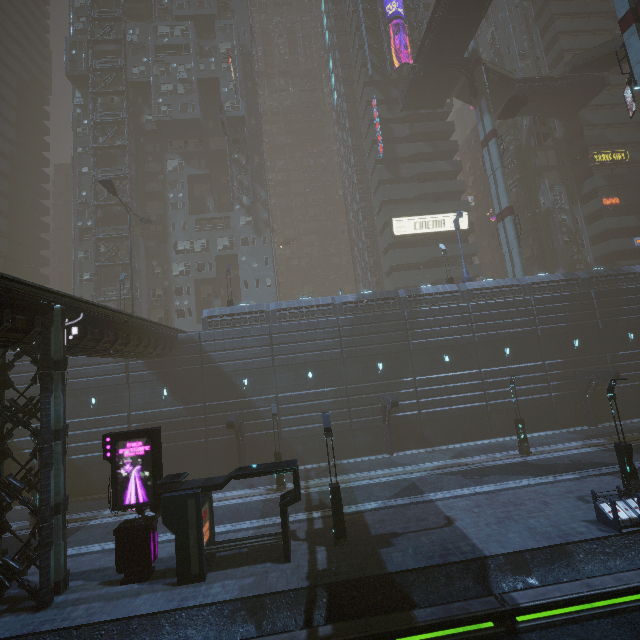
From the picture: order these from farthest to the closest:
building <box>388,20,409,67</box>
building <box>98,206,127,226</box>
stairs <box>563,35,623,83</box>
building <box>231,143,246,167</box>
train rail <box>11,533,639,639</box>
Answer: building <box>388,20,409,67</box> → building <box>231,143,246,167</box> → building <box>98,206,127,226</box> → stairs <box>563,35,623,83</box> → train rail <box>11,533,639,639</box>

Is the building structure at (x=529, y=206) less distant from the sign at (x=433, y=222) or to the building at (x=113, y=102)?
the building at (x=113, y=102)

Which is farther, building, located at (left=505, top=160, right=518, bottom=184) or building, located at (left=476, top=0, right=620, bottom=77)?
building, located at (left=505, top=160, right=518, bottom=184)

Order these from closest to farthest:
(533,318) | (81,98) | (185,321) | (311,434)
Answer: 1. (311,434)
2. (533,318)
3. (185,321)
4. (81,98)

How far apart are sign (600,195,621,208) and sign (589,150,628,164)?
4.28m

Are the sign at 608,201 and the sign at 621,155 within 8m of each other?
yes

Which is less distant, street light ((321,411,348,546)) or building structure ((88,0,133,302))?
street light ((321,411,348,546))

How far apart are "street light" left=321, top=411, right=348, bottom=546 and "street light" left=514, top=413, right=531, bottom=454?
15.09m
